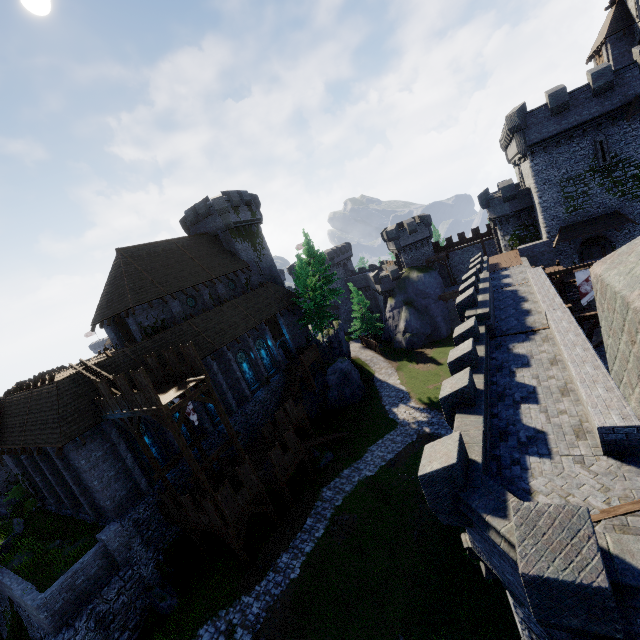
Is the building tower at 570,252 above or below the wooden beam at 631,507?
below

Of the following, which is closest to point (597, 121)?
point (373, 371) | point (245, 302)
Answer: point (373, 371)

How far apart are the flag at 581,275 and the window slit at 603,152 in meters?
11.9

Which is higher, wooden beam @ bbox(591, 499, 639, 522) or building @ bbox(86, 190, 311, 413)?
building @ bbox(86, 190, 311, 413)

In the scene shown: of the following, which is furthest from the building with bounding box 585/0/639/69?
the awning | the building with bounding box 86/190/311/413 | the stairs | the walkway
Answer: the walkway

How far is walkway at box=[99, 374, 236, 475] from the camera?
16.8 meters

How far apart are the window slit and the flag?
11.9 meters

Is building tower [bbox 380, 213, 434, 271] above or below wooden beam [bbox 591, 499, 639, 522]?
above
